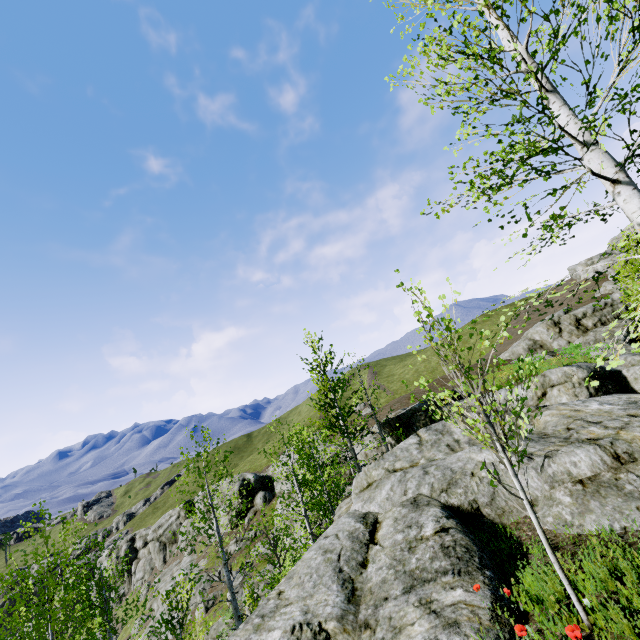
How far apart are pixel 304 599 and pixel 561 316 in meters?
38.2 m

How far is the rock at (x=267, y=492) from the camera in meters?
24.6 m

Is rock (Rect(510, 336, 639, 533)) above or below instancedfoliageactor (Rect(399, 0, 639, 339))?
below

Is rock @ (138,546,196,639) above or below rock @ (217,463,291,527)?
below

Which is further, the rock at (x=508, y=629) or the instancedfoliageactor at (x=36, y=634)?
the instancedfoliageactor at (x=36, y=634)

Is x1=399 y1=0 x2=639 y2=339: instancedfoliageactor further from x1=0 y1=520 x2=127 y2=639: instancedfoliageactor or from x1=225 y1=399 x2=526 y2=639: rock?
x1=0 y1=520 x2=127 y2=639: instancedfoliageactor

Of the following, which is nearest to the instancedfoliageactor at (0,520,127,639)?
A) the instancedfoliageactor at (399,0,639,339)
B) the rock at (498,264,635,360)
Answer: the rock at (498,264,635,360)
